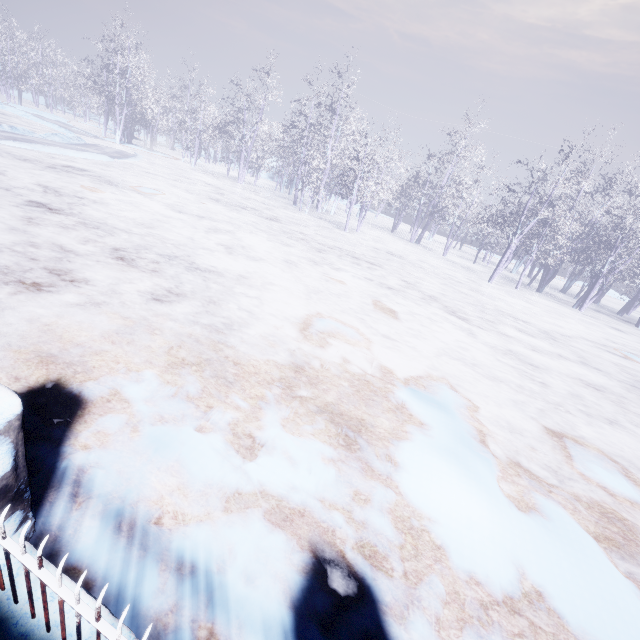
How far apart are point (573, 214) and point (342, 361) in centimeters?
1716cm
